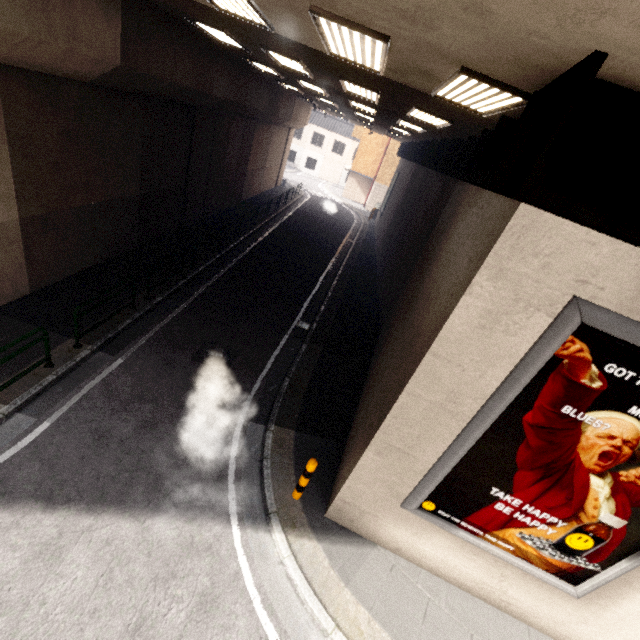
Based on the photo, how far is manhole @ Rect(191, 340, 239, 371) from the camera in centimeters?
843cm

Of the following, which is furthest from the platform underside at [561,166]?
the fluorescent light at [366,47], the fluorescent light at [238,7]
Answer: the fluorescent light at [238,7]

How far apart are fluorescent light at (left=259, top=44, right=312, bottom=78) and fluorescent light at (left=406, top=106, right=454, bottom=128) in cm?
289

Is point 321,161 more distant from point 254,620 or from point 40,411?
point 254,620

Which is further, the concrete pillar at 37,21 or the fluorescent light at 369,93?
the fluorescent light at 369,93

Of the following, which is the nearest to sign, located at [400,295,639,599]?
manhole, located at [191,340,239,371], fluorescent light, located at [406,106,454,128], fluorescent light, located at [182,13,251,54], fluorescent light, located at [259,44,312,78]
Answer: manhole, located at [191,340,239,371]

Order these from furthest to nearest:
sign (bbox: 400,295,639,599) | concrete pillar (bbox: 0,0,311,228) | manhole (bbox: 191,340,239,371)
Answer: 1. manhole (bbox: 191,340,239,371)
2. concrete pillar (bbox: 0,0,311,228)
3. sign (bbox: 400,295,639,599)

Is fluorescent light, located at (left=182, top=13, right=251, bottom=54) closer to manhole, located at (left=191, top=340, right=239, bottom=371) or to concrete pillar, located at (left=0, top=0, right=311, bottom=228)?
concrete pillar, located at (left=0, top=0, right=311, bottom=228)
